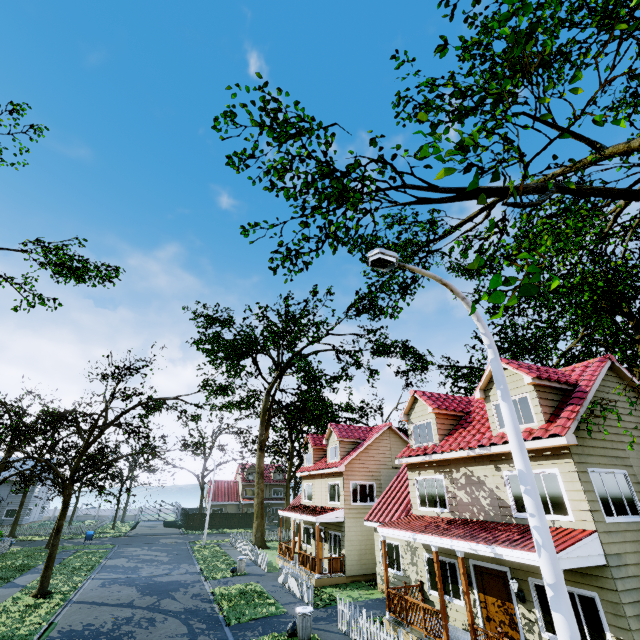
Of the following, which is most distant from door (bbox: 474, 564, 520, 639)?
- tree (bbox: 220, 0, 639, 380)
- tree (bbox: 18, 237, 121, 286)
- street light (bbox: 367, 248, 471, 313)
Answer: tree (bbox: 18, 237, 121, 286)

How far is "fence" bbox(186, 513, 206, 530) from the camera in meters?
46.7 m

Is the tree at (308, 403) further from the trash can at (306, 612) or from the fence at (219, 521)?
the trash can at (306, 612)

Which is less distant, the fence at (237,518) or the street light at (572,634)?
the street light at (572,634)

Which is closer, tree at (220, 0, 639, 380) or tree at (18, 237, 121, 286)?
tree at (220, 0, 639, 380)

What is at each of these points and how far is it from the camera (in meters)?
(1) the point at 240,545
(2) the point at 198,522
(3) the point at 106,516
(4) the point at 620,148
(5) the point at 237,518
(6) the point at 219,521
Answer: (1) fence, 30.03
(2) fence, 47.25
(3) fence, 59.19
(4) tree, 9.48
(5) fence, 49.41
(6) fence, 48.31
